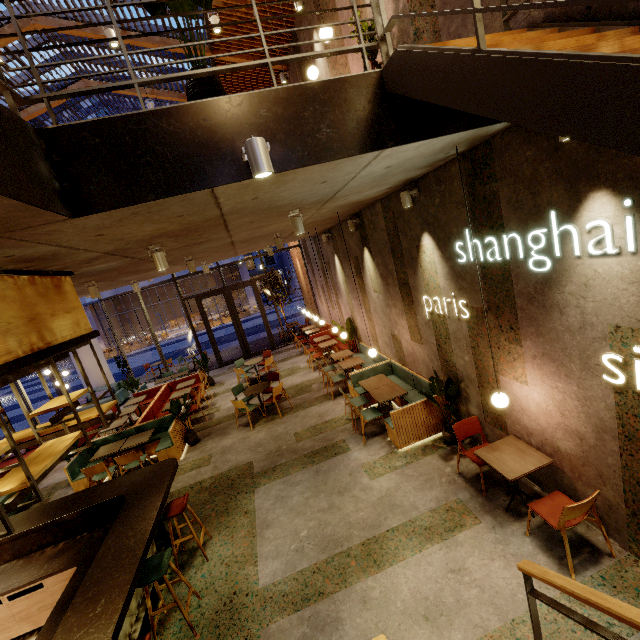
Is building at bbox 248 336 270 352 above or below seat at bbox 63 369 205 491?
below

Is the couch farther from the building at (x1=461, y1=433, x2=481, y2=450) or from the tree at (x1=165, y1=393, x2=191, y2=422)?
the tree at (x1=165, y1=393, x2=191, y2=422)

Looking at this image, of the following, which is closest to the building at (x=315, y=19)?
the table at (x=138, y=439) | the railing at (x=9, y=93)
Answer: the railing at (x=9, y=93)

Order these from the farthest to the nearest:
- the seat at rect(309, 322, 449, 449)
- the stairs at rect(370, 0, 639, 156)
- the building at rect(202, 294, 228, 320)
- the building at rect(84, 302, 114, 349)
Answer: the building at rect(202, 294, 228, 320), the building at rect(84, 302, 114, 349), the seat at rect(309, 322, 449, 449), the stairs at rect(370, 0, 639, 156)

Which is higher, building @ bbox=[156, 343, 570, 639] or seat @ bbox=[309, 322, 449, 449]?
seat @ bbox=[309, 322, 449, 449]

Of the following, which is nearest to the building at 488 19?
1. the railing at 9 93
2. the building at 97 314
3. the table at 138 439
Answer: the railing at 9 93

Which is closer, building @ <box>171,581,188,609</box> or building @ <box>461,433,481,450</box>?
building @ <box>171,581,188,609</box>

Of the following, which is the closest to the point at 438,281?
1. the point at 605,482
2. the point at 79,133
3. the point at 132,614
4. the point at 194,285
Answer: the point at 605,482
